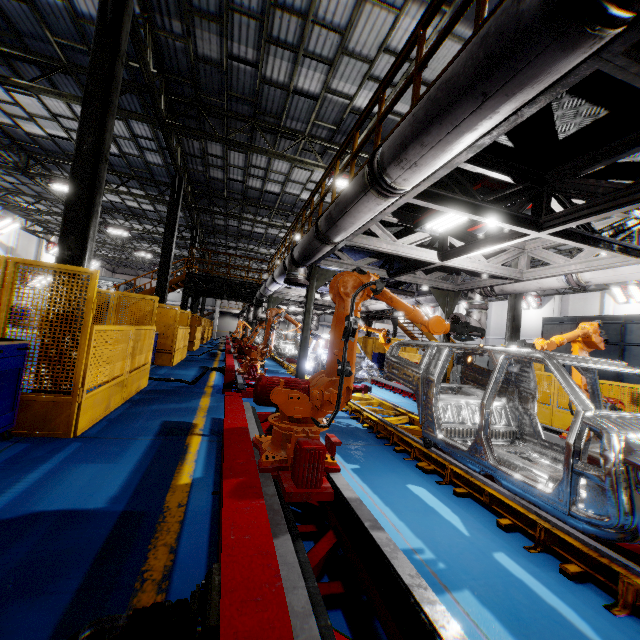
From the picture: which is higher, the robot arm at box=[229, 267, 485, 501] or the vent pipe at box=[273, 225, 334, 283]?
the vent pipe at box=[273, 225, 334, 283]

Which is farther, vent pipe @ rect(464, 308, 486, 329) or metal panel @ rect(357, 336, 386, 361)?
metal panel @ rect(357, 336, 386, 361)

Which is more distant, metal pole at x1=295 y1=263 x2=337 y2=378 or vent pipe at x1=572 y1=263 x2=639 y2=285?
metal pole at x1=295 y1=263 x2=337 y2=378

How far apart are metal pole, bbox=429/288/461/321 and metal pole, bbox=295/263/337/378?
2.70m

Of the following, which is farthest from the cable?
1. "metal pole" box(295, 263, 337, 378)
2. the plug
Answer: "metal pole" box(295, 263, 337, 378)

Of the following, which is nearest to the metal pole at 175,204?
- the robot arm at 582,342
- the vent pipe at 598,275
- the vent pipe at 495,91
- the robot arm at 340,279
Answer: the vent pipe at 495,91

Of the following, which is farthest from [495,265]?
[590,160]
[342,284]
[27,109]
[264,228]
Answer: [264,228]

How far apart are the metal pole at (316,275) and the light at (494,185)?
2.5 meters
